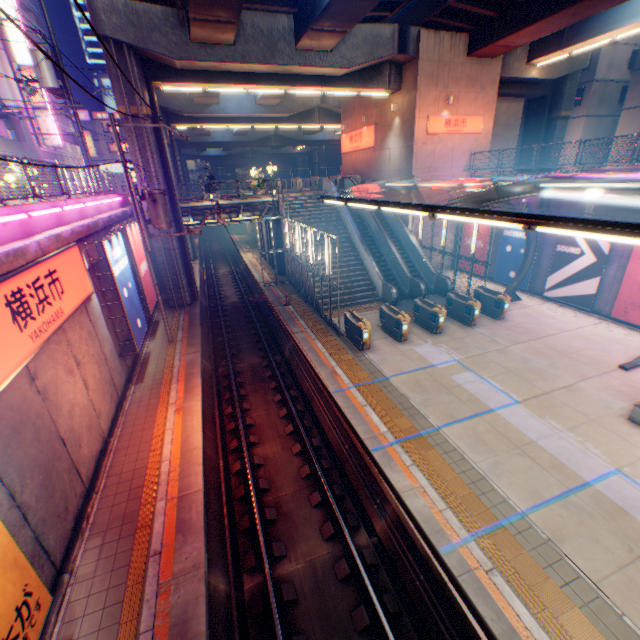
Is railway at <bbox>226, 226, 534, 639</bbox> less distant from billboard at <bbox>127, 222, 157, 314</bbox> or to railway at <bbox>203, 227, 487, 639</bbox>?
railway at <bbox>203, 227, 487, 639</bbox>

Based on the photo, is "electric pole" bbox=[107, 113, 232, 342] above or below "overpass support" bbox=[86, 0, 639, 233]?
below

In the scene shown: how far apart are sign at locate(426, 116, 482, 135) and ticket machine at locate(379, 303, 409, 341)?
12.96m

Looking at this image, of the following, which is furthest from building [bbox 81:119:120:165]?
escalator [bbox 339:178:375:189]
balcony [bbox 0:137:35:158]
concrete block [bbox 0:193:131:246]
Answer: escalator [bbox 339:178:375:189]

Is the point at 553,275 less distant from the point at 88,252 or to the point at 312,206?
the point at 312,206

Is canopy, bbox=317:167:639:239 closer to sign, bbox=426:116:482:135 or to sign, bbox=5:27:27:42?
sign, bbox=426:116:482:135

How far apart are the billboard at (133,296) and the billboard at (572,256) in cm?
2141

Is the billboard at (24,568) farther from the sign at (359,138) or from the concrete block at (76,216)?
the sign at (359,138)
